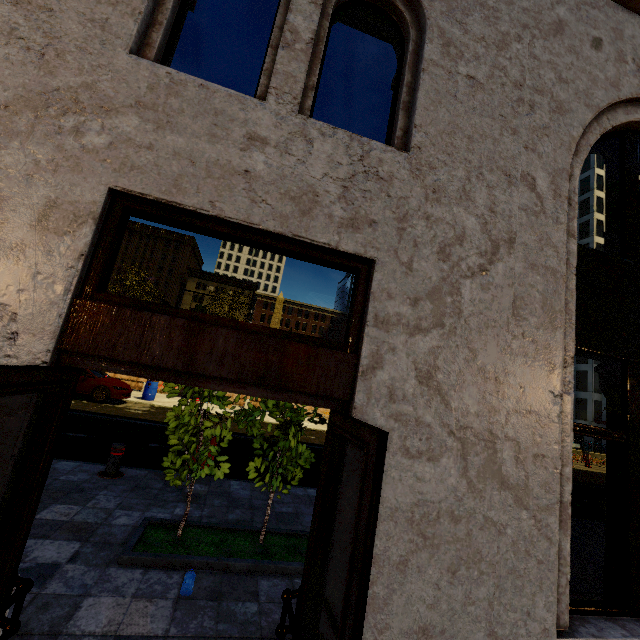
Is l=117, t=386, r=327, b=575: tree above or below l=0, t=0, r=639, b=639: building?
below

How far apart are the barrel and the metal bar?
11.2m

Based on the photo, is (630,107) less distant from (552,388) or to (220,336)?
(552,388)

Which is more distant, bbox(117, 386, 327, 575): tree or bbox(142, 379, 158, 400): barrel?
bbox(142, 379, 158, 400): barrel

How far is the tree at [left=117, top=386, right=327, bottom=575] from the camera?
3.86m

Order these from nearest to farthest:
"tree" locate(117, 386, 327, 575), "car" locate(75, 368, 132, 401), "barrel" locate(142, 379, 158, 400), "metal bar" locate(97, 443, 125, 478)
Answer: "tree" locate(117, 386, 327, 575) → "metal bar" locate(97, 443, 125, 478) → "car" locate(75, 368, 132, 401) → "barrel" locate(142, 379, 158, 400)

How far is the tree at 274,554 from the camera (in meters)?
3.86

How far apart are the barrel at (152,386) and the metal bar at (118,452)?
11.2m
